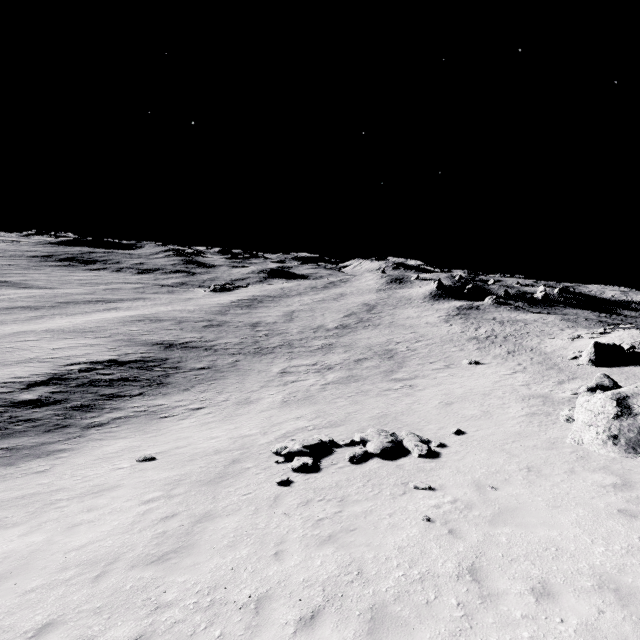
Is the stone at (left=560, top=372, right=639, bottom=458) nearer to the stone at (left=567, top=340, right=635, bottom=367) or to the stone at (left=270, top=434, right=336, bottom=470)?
the stone at (left=270, top=434, right=336, bottom=470)

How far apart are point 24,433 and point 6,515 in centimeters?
872cm

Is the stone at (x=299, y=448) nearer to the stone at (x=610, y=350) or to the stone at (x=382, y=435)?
the stone at (x=382, y=435)

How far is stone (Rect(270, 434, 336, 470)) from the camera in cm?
1232

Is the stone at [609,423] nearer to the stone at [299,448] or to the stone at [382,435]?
the stone at [382,435]

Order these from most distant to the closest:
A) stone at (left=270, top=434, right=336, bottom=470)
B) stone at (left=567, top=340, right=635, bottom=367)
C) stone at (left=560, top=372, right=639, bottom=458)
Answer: stone at (left=567, top=340, right=635, bottom=367) < stone at (left=270, top=434, right=336, bottom=470) < stone at (left=560, top=372, right=639, bottom=458)

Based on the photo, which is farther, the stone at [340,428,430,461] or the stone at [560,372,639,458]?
the stone at [340,428,430,461]

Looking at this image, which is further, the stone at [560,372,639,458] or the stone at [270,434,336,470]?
the stone at [270,434,336,470]
